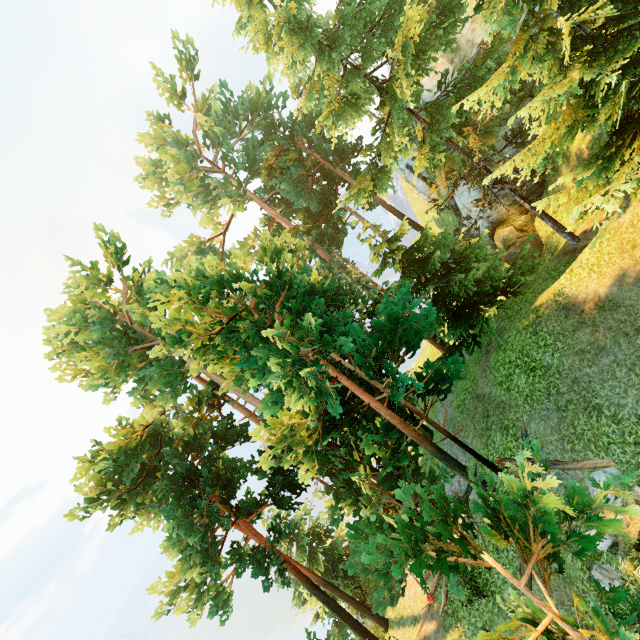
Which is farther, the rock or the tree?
the rock

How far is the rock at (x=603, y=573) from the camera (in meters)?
8.30

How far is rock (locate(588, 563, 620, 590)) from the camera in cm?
830

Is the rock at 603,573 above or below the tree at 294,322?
below

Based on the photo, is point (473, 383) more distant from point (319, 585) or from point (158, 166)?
point (158, 166)

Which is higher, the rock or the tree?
the tree
